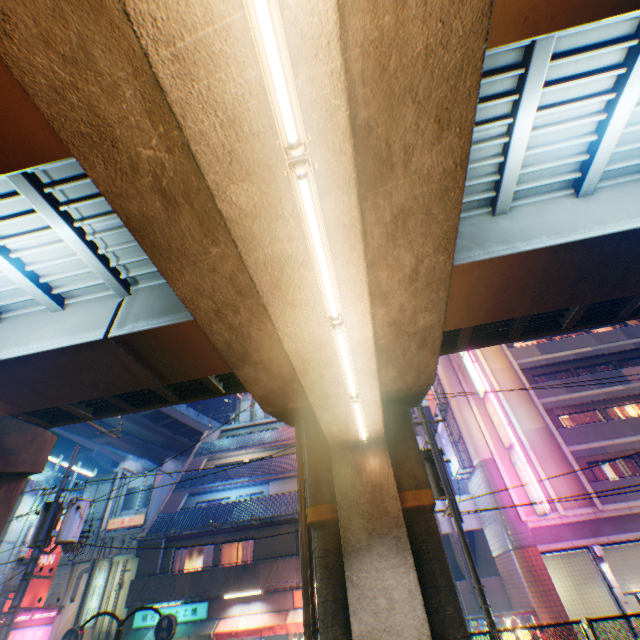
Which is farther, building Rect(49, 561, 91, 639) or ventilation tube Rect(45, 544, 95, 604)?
ventilation tube Rect(45, 544, 95, 604)

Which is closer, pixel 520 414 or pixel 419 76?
pixel 419 76

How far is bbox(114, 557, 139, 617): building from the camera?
20.1 meters

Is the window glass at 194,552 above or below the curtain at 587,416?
below

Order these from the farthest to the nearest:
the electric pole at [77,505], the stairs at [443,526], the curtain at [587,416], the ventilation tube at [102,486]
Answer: the ventilation tube at [102,486] → the stairs at [443,526] → the curtain at [587,416] → the electric pole at [77,505]

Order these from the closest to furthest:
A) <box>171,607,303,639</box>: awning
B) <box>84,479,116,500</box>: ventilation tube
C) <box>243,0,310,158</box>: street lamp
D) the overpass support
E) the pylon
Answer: <box>243,0,310,158</box>: street lamp, the overpass support, <box>171,607,303,639</box>: awning, the pylon, <box>84,479,116,500</box>: ventilation tube

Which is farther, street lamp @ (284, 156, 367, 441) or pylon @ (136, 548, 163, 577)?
pylon @ (136, 548, 163, 577)

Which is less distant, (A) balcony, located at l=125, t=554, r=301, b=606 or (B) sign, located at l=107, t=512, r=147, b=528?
(A) balcony, located at l=125, t=554, r=301, b=606
